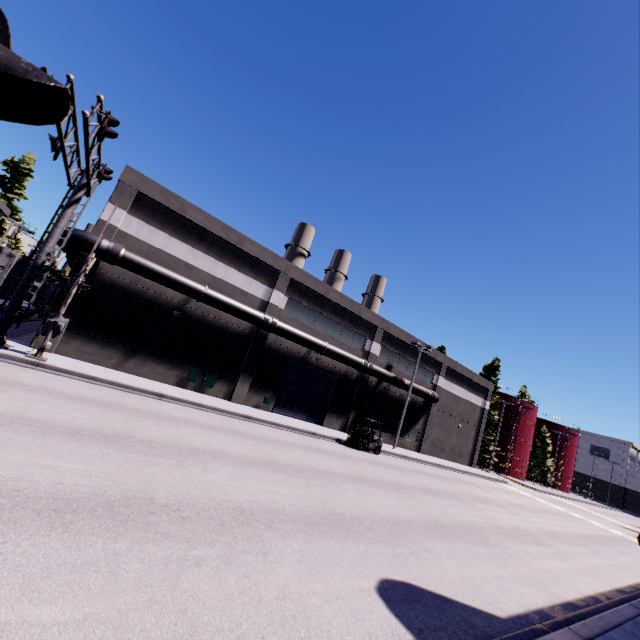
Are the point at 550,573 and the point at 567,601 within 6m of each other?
yes

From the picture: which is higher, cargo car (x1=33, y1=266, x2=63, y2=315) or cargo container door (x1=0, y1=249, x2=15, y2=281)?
cargo container door (x1=0, y1=249, x2=15, y2=281)

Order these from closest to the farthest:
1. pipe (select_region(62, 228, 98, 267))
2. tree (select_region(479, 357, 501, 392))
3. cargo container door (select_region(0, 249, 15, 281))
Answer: cargo container door (select_region(0, 249, 15, 281)) < pipe (select_region(62, 228, 98, 267)) < tree (select_region(479, 357, 501, 392))

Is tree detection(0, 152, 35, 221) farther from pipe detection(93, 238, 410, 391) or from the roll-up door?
the roll-up door

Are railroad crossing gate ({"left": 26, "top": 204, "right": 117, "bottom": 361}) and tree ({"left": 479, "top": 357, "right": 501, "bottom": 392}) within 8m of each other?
no

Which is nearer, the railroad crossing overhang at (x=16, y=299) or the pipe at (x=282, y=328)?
the railroad crossing overhang at (x=16, y=299)

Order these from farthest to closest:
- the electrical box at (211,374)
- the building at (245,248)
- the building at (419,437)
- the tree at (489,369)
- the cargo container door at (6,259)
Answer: the tree at (489,369) → the building at (419,437) → the electrical box at (211,374) → the building at (245,248) → the cargo container door at (6,259)

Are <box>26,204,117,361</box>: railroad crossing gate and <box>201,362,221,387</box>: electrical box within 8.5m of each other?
yes
